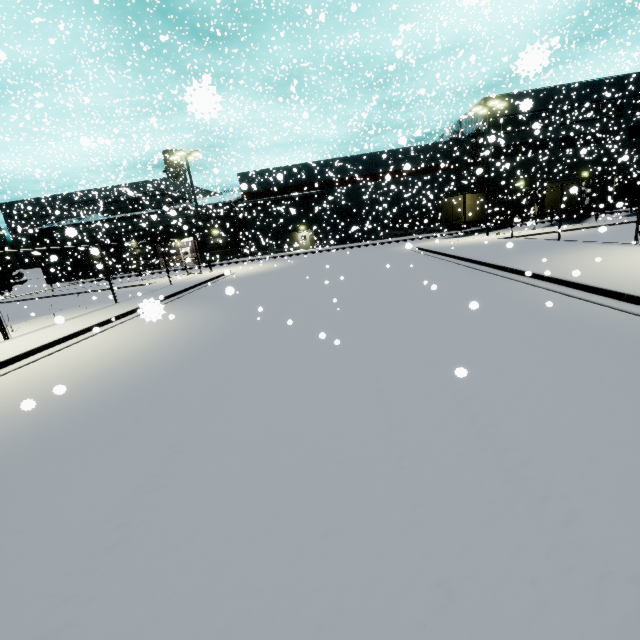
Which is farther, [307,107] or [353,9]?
[307,107]

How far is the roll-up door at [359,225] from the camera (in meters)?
42.92

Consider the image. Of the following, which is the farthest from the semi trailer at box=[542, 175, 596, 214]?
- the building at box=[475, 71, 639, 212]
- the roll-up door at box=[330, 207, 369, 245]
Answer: the roll-up door at box=[330, 207, 369, 245]

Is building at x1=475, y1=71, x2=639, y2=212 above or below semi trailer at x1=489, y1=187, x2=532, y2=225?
above

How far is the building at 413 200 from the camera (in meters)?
39.00

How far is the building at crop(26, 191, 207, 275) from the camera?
36.1 meters

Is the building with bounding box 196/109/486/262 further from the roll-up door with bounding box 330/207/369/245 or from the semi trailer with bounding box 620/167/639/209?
the semi trailer with bounding box 620/167/639/209

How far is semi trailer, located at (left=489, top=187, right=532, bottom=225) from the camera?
33.0m
